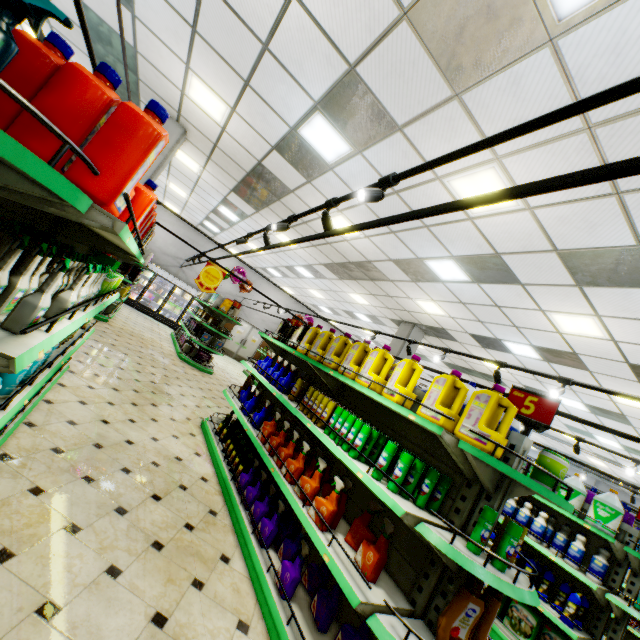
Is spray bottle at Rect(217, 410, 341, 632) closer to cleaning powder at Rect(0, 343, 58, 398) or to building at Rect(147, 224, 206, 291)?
building at Rect(147, 224, 206, 291)

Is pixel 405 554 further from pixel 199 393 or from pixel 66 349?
pixel 199 393

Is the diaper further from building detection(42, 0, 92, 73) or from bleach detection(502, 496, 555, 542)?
bleach detection(502, 496, 555, 542)

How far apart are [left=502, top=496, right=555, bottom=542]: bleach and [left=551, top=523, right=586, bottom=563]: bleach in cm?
30

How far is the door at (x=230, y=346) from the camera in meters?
18.7 m

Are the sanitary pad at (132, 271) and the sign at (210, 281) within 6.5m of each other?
yes

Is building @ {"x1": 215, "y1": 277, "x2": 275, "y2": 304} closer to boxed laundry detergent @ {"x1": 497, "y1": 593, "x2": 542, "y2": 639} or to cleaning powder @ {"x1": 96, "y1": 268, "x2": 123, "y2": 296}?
boxed laundry detergent @ {"x1": 497, "y1": 593, "x2": 542, "y2": 639}

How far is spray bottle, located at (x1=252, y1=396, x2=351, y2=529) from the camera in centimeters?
269cm
